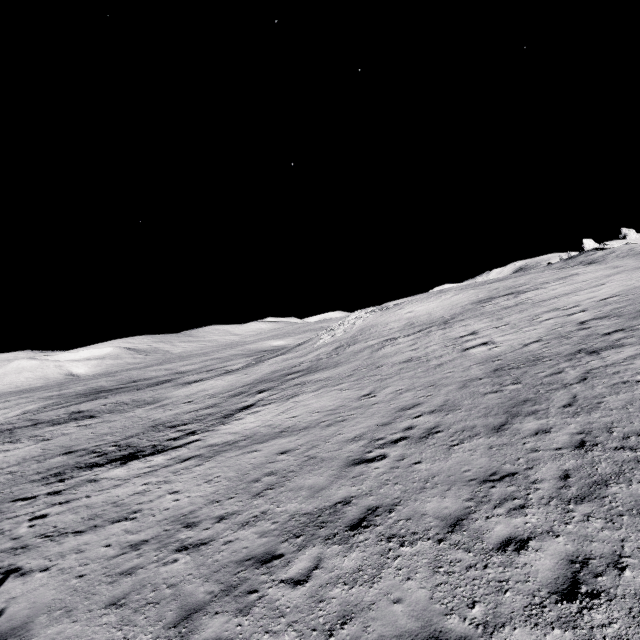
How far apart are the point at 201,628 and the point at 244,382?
26.84m
